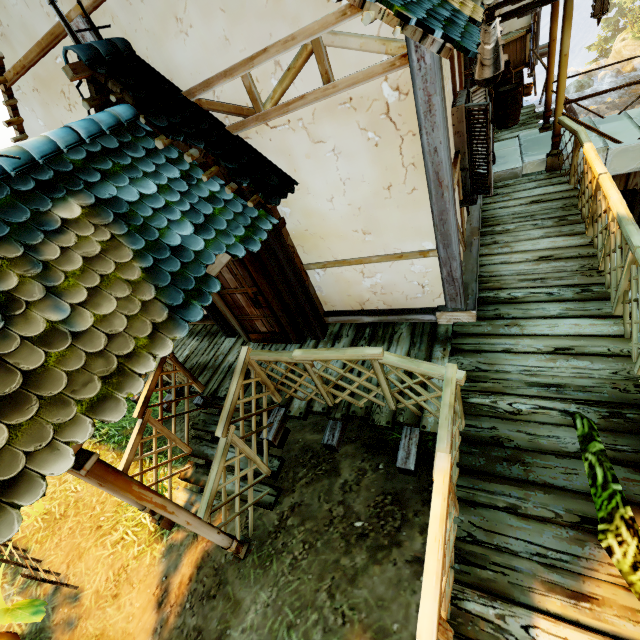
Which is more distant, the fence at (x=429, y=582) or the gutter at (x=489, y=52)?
the gutter at (x=489, y=52)

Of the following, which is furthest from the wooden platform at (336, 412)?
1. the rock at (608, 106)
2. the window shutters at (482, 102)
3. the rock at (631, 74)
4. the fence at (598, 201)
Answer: the rock at (631, 74)

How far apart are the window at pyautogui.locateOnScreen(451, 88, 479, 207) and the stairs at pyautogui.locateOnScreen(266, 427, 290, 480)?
4.2 meters

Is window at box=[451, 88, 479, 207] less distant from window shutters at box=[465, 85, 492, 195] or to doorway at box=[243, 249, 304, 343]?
window shutters at box=[465, 85, 492, 195]

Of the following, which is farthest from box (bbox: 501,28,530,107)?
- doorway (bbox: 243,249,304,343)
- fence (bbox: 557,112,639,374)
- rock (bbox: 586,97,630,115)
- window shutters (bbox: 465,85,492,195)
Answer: rock (bbox: 586,97,630,115)

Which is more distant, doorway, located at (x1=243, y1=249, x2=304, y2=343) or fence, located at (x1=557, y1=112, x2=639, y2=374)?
doorway, located at (x1=243, y1=249, x2=304, y2=343)

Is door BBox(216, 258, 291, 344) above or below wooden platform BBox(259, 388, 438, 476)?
above

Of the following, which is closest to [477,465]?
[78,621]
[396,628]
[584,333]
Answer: [396,628]
